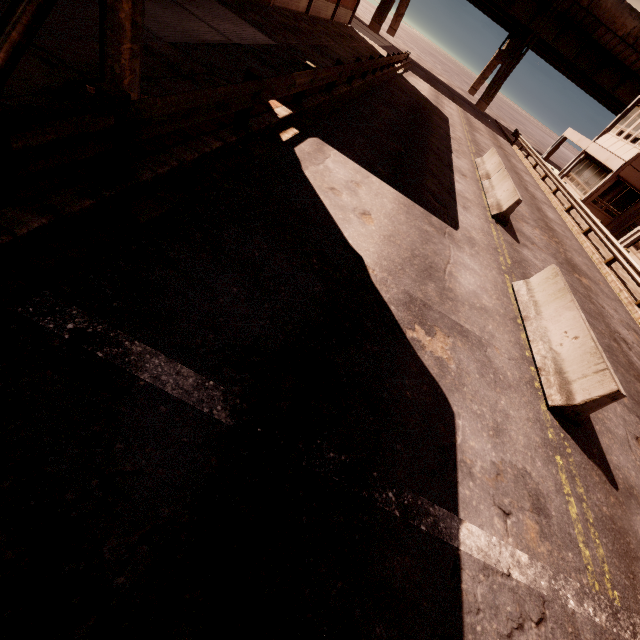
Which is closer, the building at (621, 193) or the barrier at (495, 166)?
the barrier at (495, 166)

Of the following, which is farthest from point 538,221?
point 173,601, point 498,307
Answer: point 173,601

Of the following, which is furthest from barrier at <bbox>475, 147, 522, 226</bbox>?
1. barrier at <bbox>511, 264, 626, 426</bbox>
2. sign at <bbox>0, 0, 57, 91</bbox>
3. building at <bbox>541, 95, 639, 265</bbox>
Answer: building at <bbox>541, 95, 639, 265</bbox>

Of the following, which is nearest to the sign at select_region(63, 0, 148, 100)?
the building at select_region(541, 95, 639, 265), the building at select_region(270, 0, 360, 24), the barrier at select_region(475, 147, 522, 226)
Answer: the building at select_region(270, 0, 360, 24)

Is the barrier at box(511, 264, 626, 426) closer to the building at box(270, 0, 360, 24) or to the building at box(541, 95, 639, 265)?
the building at box(270, 0, 360, 24)

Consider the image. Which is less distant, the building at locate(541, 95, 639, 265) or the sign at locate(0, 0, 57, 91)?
the sign at locate(0, 0, 57, 91)

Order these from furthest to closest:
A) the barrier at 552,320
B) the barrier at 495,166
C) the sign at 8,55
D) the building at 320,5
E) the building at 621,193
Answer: the building at 621,193 < the building at 320,5 < the barrier at 495,166 < the barrier at 552,320 < the sign at 8,55
